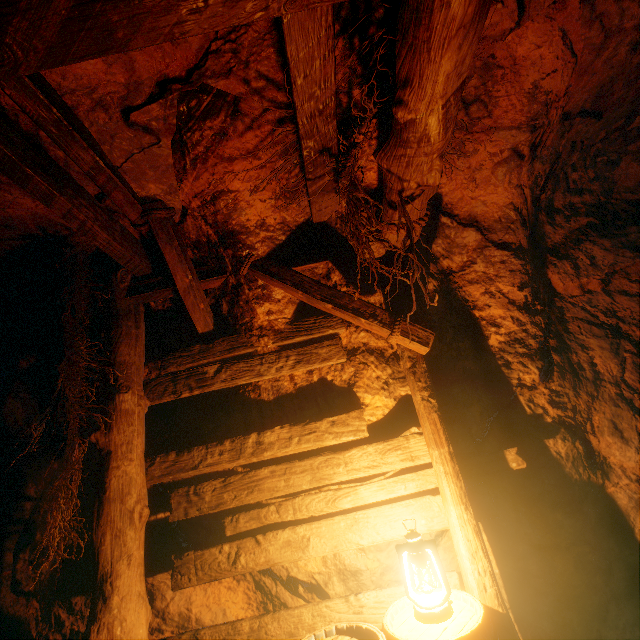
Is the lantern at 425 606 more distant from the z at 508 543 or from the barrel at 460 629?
the z at 508 543

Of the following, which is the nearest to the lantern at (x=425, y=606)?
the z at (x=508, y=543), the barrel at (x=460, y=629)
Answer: the barrel at (x=460, y=629)

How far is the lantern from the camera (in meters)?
1.89

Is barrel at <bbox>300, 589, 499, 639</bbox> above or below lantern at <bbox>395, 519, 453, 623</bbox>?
below

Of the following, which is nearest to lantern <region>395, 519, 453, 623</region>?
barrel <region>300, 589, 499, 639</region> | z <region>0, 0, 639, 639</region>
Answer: barrel <region>300, 589, 499, 639</region>

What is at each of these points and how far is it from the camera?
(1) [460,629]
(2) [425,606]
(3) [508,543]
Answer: (1) barrel, 1.8m
(2) lantern, 1.9m
(3) z, 2.9m

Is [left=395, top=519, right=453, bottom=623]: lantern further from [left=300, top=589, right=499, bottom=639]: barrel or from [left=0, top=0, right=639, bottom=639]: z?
[left=0, top=0, right=639, bottom=639]: z
